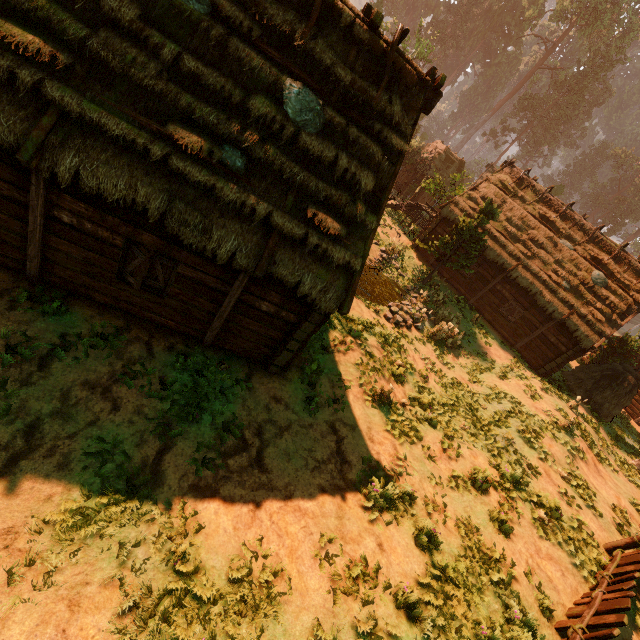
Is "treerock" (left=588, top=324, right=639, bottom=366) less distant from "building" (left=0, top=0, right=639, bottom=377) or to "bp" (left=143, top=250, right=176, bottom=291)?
"building" (left=0, top=0, right=639, bottom=377)

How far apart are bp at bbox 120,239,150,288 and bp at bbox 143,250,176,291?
0.2 meters

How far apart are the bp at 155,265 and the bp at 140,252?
0.2 meters

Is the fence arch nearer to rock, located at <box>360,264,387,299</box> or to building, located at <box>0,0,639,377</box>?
building, located at <box>0,0,639,377</box>

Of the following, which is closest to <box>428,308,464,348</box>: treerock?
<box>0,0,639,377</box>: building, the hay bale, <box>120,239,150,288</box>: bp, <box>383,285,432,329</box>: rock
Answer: <box>0,0,639,377</box>: building

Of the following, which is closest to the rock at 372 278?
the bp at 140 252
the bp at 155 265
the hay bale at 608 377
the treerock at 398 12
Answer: the treerock at 398 12

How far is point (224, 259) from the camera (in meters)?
6.55

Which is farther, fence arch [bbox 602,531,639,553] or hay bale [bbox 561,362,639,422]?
hay bale [bbox 561,362,639,422]
